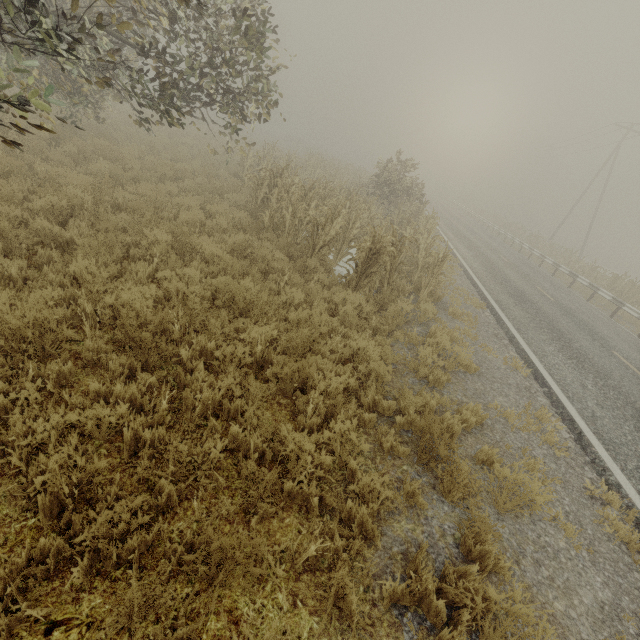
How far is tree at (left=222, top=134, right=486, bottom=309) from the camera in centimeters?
792cm

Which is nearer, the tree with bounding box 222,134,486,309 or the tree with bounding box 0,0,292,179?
the tree with bounding box 0,0,292,179

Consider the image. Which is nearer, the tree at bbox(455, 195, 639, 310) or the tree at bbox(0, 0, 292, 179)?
the tree at bbox(0, 0, 292, 179)

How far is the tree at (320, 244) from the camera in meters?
7.9

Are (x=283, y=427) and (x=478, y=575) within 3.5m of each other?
yes

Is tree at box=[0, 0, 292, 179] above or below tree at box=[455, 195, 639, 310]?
above

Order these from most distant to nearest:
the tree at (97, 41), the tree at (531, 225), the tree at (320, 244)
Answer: the tree at (531, 225) < the tree at (320, 244) < the tree at (97, 41)
